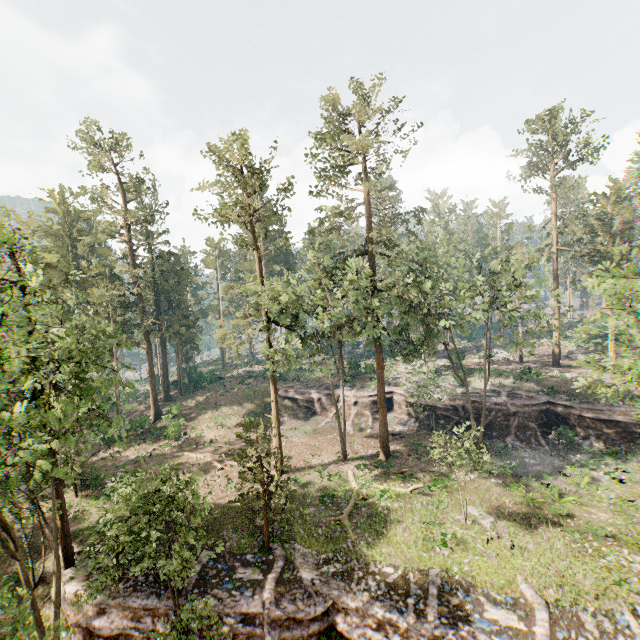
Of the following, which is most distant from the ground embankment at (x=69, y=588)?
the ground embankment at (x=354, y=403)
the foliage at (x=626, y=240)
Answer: the ground embankment at (x=354, y=403)

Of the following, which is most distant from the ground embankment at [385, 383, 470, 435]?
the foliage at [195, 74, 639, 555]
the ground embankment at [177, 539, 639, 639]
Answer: the ground embankment at [177, 539, 639, 639]

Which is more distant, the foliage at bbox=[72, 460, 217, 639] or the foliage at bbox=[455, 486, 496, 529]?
the foliage at bbox=[455, 486, 496, 529]

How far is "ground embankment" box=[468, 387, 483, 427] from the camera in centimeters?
3425cm

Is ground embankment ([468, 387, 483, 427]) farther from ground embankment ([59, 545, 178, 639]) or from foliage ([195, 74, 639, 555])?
ground embankment ([59, 545, 178, 639])

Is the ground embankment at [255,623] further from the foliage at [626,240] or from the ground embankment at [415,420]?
the ground embankment at [415,420]

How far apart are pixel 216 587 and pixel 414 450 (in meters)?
19.89
